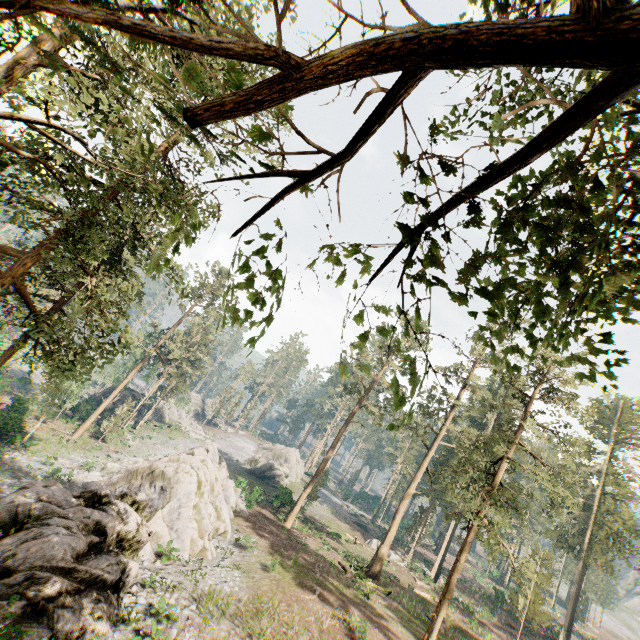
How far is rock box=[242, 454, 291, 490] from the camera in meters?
50.8

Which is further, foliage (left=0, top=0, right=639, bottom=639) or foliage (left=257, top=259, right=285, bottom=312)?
foliage (left=257, top=259, right=285, bottom=312)

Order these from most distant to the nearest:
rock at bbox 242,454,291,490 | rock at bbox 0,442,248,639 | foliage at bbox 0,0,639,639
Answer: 1. rock at bbox 242,454,291,490
2. rock at bbox 0,442,248,639
3. foliage at bbox 0,0,639,639

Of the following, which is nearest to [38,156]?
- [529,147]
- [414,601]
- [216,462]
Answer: [529,147]

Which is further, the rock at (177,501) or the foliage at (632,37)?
the rock at (177,501)

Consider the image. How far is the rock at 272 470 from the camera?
50.8 meters

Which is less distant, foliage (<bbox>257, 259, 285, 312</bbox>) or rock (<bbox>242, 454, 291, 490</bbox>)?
foliage (<bbox>257, 259, 285, 312</bbox>)

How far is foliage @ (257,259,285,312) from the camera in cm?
235
